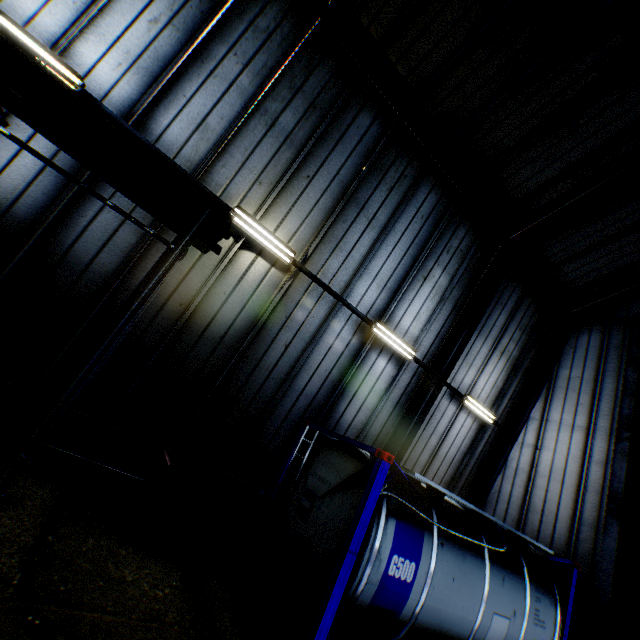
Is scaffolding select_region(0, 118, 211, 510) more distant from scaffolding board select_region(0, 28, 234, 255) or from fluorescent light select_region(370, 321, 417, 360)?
fluorescent light select_region(370, 321, 417, 360)

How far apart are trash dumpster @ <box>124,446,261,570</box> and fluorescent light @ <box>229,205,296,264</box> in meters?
4.5

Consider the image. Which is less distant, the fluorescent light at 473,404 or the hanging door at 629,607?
the hanging door at 629,607

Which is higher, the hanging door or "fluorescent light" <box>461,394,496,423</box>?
"fluorescent light" <box>461,394,496,423</box>

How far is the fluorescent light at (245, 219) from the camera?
6.7 meters

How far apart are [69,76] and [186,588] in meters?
8.4

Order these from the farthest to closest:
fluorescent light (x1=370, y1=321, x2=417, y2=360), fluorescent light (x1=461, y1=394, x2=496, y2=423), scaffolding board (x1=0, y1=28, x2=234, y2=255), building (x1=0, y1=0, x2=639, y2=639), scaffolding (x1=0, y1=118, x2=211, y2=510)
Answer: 1. fluorescent light (x1=461, y1=394, x2=496, y2=423)
2. fluorescent light (x1=370, y1=321, x2=417, y2=360)
3. building (x1=0, y1=0, x2=639, y2=639)
4. scaffolding board (x1=0, y1=28, x2=234, y2=255)
5. scaffolding (x1=0, y1=118, x2=211, y2=510)

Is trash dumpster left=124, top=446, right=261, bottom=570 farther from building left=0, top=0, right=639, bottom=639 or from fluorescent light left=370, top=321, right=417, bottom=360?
fluorescent light left=370, top=321, right=417, bottom=360
